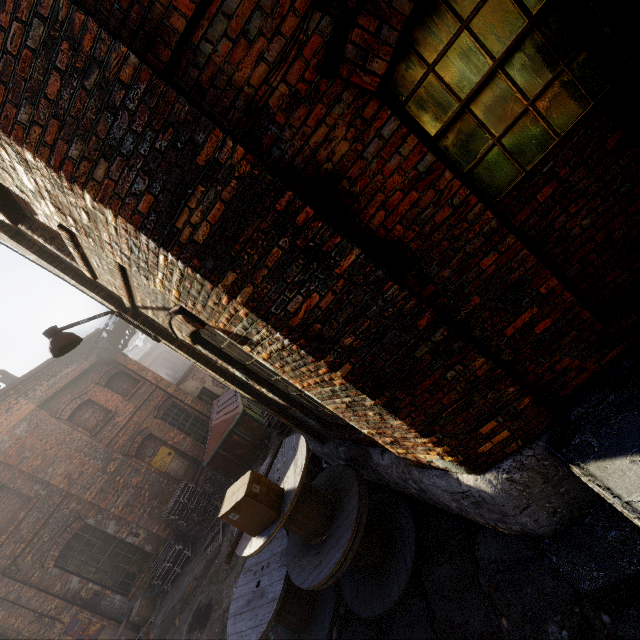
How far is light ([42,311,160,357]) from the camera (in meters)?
4.48

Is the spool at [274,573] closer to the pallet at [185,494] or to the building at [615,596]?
the building at [615,596]

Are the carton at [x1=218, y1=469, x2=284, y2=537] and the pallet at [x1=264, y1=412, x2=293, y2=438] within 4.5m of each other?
yes

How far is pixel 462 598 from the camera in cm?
339

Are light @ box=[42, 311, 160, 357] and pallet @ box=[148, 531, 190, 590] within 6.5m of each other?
no

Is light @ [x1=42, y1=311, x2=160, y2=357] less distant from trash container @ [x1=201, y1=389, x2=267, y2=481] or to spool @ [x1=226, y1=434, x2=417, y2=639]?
spool @ [x1=226, y1=434, x2=417, y2=639]

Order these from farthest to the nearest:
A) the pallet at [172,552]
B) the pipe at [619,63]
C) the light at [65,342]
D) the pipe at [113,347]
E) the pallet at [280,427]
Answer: the pipe at [113,347] → the pallet at [172,552] → the pallet at [280,427] → the light at [65,342] → the pipe at [619,63]

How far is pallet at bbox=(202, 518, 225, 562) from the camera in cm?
912
